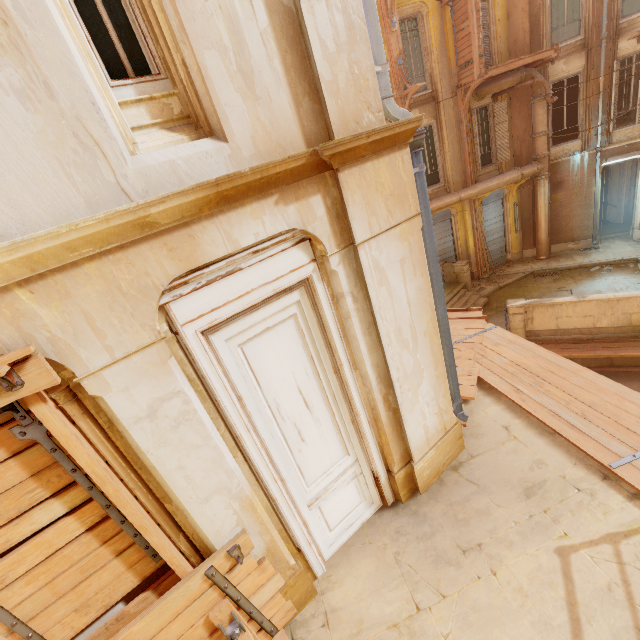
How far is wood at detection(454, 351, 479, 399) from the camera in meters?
6.0 m

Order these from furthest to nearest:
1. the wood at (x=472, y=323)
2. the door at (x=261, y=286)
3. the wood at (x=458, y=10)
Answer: the wood at (x=458, y=10) → the wood at (x=472, y=323) → the door at (x=261, y=286)

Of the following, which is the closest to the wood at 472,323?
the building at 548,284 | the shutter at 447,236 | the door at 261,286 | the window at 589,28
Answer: the building at 548,284

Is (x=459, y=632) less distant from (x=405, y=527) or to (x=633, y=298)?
(x=405, y=527)

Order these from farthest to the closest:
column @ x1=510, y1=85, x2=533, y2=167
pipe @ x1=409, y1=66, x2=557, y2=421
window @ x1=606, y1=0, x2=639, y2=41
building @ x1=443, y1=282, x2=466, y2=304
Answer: building @ x1=443, y1=282, x2=466, y2=304, column @ x1=510, y1=85, x2=533, y2=167, window @ x1=606, y1=0, x2=639, y2=41, pipe @ x1=409, y1=66, x2=557, y2=421

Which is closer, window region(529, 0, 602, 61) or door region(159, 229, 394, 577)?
door region(159, 229, 394, 577)

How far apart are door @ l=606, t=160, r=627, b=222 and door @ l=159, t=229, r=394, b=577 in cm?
2007

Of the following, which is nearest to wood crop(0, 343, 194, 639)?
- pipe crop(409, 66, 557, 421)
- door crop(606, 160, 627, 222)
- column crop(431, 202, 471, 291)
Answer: pipe crop(409, 66, 557, 421)
